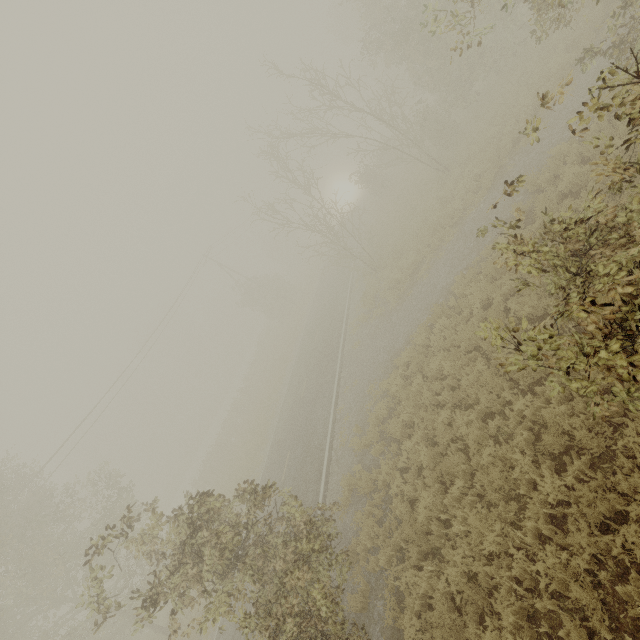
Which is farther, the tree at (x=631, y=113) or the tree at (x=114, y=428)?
the tree at (x=114, y=428)

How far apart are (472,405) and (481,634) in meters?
4.6 m

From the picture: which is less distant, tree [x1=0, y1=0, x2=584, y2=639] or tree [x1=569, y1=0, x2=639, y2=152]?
tree [x1=569, y1=0, x2=639, y2=152]
